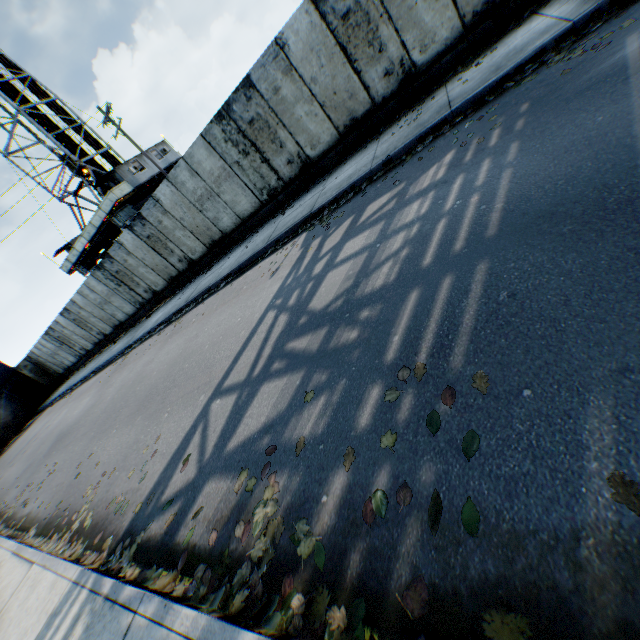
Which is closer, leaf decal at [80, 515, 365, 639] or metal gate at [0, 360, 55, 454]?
leaf decal at [80, 515, 365, 639]

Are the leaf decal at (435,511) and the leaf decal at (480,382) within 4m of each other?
yes

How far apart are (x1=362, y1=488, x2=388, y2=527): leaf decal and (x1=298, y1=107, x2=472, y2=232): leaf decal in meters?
5.1 m

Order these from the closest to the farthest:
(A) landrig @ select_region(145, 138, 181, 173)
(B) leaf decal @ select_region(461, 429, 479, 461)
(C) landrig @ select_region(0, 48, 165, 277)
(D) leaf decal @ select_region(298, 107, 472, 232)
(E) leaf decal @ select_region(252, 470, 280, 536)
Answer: (B) leaf decal @ select_region(461, 429, 479, 461) → (E) leaf decal @ select_region(252, 470, 280, 536) → (D) leaf decal @ select_region(298, 107, 472, 232) → (C) landrig @ select_region(0, 48, 165, 277) → (A) landrig @ select_region(145, 138, 181, 173)

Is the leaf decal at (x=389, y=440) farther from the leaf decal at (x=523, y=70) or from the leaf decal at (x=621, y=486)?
the leaf decal at (x=523, y=70)

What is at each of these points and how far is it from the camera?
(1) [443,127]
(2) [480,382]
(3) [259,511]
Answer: (1) leaf decal, 6.26m
(2) leaf decal, 2.21m
(3) leaf decal, 2.77m

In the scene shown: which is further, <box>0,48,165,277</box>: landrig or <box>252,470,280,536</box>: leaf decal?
<box>0,48,165,277</box>: landrig

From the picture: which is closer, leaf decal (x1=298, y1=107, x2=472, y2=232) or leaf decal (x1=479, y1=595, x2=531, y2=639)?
leaf decal (x1=479, y1=595, x2=531, y2=639)
